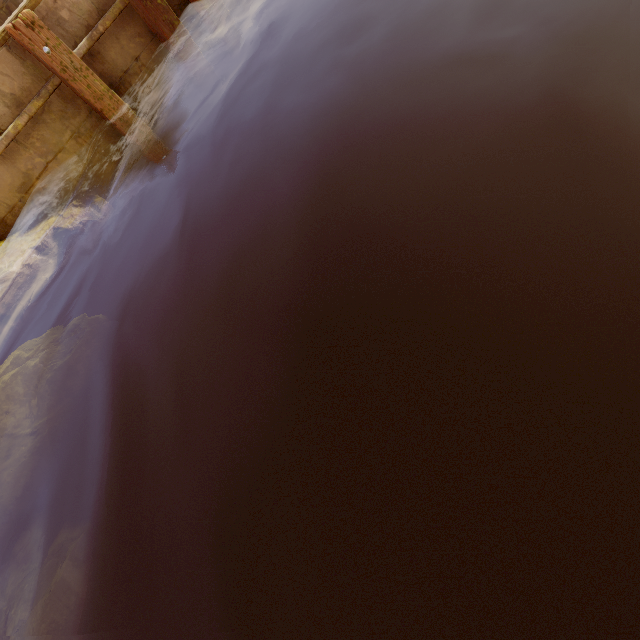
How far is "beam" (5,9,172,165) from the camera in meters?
4.5

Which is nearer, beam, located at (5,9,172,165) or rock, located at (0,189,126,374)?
beam, located at (5,9,172,165)

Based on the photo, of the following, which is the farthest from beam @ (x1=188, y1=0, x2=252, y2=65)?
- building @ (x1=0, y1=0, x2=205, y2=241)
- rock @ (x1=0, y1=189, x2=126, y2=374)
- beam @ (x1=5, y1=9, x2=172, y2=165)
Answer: rock @ (x1=0, y1=189, x2=126, y2=374)

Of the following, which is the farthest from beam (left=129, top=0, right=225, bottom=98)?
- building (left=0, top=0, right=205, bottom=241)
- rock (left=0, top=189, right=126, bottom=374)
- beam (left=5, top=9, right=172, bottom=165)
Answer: rock (left=0, top=189, right=126, bottom=374)

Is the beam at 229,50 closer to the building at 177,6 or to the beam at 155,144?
the building at 177,6

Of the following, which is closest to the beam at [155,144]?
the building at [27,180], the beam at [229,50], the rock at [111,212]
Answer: the building at [27,180]

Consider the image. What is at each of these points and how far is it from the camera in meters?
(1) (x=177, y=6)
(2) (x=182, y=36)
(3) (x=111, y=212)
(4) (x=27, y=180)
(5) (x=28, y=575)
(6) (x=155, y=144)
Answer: (1) building, 5.7
(2) beam, 5.6
(3) rock, 5.8
(4) building, 5.4
(5) rock, 2.5
(6) beam, 6.0

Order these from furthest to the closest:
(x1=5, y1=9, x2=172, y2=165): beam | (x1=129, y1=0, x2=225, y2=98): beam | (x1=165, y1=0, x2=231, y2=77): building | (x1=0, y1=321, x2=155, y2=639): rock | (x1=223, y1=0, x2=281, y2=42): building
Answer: (x1=223, y1=0, x2=281, y2=42): building < (x1=165, y1=0, x2=231, y2=77): building < (x1=129, y1=0, x2=225, y2=98): beam < (x1=5, y1=9, x2=172, y2=165): beam < (x1=0, y1=321, x2=155, y2=639): rock
